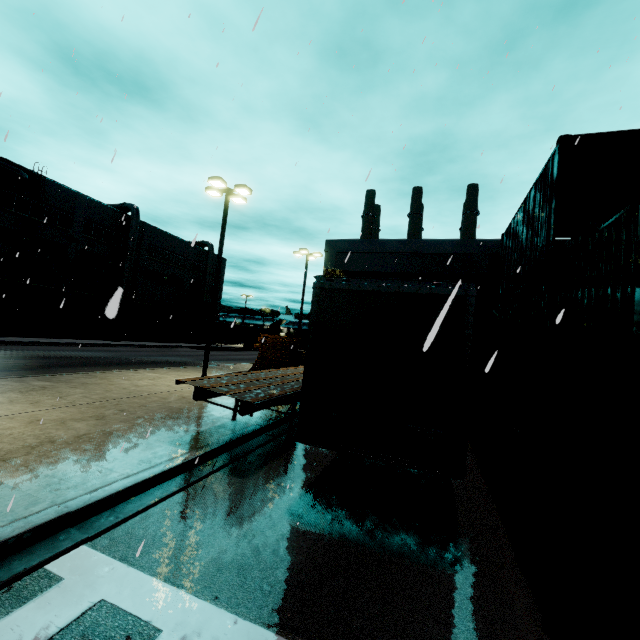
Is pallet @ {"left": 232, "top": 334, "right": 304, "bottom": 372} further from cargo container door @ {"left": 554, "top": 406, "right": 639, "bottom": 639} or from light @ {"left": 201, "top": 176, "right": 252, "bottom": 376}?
cargo container door @ {"left": 554, "top": 406, "right": 639, "bottom": 639}

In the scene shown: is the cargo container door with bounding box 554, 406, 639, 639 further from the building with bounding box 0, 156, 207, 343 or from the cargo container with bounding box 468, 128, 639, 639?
the building with bounding box 0, 156, 207, 343

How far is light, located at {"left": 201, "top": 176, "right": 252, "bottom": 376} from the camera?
15.7 meters

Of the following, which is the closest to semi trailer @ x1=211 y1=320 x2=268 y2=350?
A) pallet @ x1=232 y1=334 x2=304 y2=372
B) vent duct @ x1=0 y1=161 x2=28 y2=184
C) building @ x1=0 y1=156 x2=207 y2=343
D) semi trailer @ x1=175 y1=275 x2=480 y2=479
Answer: building @ x1=0 y1=156 x2=207 y2=343

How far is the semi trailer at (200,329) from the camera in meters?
41.8 m

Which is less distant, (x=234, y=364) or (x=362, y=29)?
(x=362, y=29)

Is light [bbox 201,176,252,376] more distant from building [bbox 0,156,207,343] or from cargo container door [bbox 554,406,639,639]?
cargo container door [bbox 554,406,639,639]

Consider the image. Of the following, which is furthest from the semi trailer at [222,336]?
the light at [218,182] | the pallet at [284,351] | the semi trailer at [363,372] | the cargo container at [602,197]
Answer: the light at [218,182]
